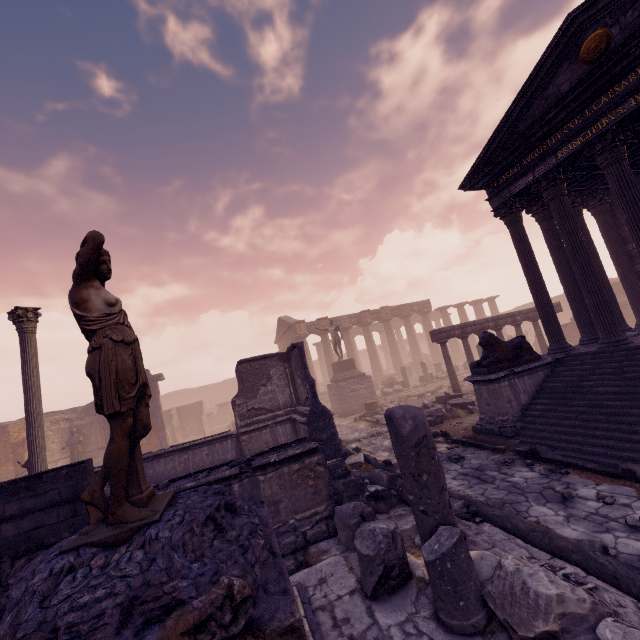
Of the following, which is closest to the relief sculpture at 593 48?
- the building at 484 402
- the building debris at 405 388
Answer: the building at 484 402

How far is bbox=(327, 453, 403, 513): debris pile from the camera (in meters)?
5.52

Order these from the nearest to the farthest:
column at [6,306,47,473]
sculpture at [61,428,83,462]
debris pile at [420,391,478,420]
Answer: column at [6,306,47,473] < debris pile at [420,391,478,420] < sculpture at [61,428,83,462]

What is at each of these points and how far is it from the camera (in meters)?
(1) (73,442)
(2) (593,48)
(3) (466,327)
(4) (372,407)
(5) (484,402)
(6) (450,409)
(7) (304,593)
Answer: (1) sculpture, 17.22
(2) relief sculpture, 7.19
(3) entablature, 14.62
(4) column base, 16.08
(5) building, 8.70
(6) debris pile, 12.16
(7) building debris, 3.57

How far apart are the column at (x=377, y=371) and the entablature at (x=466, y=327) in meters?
15.5

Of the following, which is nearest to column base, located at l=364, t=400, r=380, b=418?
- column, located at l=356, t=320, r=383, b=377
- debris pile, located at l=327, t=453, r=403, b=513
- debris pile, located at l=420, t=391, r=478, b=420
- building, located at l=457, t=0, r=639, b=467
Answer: debris pile, located at l=420, t=391, r=478, b=420

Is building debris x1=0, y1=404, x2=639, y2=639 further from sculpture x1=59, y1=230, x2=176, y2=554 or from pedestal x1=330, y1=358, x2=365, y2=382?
pedestal x1=330, y1=358, x2=365, y2=382

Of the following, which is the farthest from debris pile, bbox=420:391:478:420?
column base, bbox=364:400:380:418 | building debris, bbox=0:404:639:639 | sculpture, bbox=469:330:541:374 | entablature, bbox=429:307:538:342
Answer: building debris, bbox=0:404:639:639
